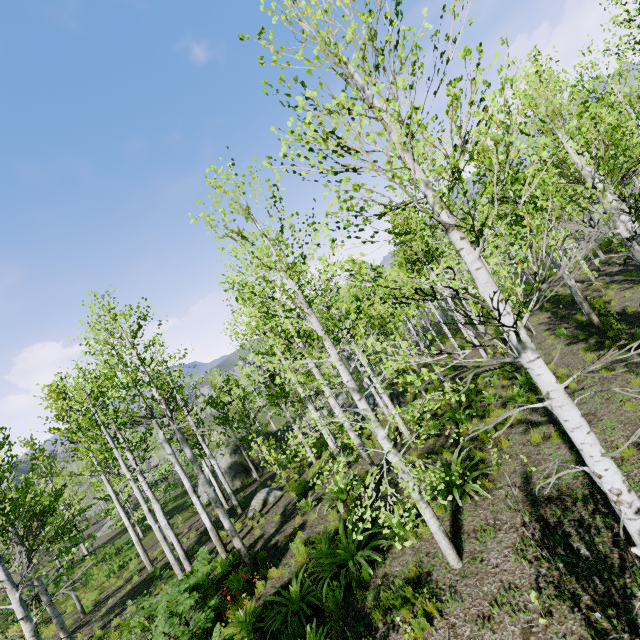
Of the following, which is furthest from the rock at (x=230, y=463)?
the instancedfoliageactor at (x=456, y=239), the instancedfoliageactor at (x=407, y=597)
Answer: the instancedfoliageactor at (x=407, y=597)

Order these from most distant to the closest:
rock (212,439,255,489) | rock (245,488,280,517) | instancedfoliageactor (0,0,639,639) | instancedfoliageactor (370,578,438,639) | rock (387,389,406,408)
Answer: rock (212,439,255,489)
rock (387,389,406,408)
rock (245,488,280,517)
instancedfoliageactor (370,578,438,639)
instancedfoliageactor (0,0,639,639)

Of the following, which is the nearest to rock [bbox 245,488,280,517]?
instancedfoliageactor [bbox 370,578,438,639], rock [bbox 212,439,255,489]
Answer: instancedfoliageactor [bbox 370,578,438,639]

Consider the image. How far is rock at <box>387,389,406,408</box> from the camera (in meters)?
19.31

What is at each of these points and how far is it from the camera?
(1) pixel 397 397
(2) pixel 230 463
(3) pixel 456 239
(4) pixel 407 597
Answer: (1) rock, 19.78m
(2) rock, 27.19m
(3) instancedfoliageactor, 2.83m
(4) instancedfoliageactor, 5.58m

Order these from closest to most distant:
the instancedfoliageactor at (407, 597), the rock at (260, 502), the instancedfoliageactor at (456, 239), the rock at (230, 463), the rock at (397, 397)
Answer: the instancedfoliageactor at (456, 239) → the instancedfoliageactor at (407, 597) → the rock at (260, 502) → the rock at (397, 397) → the rock at (230, 463)

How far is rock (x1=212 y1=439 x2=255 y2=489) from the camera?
26.3 meters

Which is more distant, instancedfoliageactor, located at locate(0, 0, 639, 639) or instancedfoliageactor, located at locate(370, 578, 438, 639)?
instancedfoliageactor, located at locate(370, 578, 438, 639)
